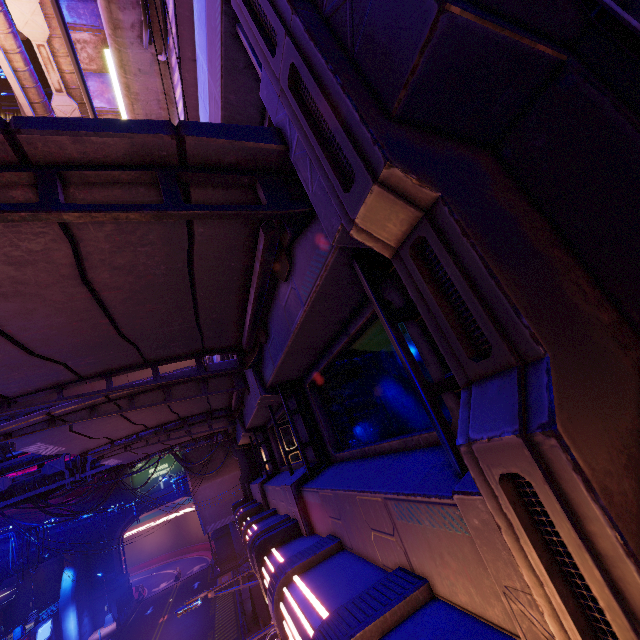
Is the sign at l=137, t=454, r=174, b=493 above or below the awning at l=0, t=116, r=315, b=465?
above

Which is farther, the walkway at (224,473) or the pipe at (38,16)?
the walkway at (224,473)

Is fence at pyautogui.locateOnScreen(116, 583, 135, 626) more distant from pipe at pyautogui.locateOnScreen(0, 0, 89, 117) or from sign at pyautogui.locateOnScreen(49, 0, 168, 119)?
sign at pyautogui.locateOnScreen(49, 0, 168, 119)

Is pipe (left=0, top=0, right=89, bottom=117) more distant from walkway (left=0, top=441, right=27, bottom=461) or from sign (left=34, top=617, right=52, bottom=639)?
sign (left=34, top=617, right=52, bottom=639)

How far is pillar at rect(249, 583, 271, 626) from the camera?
23.86m

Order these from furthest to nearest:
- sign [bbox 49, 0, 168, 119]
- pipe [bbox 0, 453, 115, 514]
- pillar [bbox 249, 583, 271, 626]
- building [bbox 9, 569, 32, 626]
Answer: building [bbox 9, 569, 32, 626] → pillar [bbox 249, 583, 271, 626] → pipe [bbox 0, 453, 115, 514] → sign [bbox 49, 0, 168, 119]

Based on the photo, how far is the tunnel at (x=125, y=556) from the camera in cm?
4644

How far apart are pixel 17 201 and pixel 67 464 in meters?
24.9
